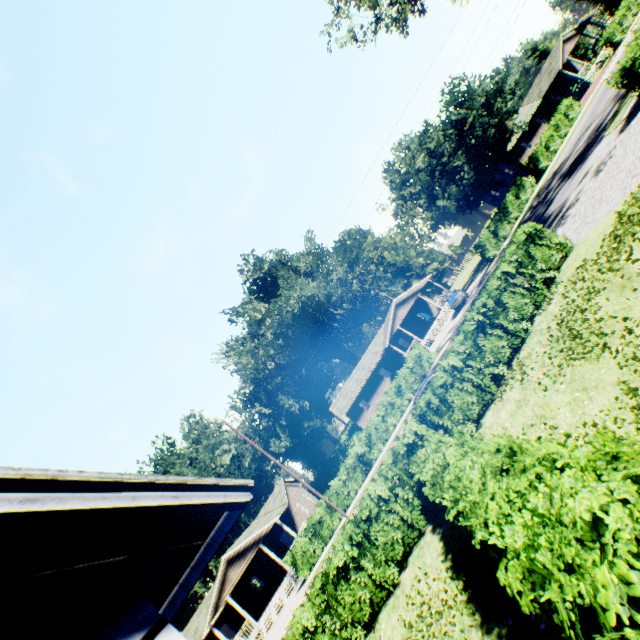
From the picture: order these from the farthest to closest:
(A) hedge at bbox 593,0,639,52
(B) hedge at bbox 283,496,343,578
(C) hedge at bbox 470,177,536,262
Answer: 1. (A) hedge at bbox 593,0,639,52
2. (C) hedge at bbox 470,177,536,262
3. (B) hedge at bbox 283,496,343,578

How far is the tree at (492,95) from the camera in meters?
32.0

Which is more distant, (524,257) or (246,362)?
(246,362)

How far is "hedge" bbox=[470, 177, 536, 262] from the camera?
31.1m

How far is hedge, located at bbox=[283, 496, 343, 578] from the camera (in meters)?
24.88

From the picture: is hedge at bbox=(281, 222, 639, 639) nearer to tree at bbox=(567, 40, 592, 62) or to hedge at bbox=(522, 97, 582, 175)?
hedge at bbox=(522, 97, 582, 175)

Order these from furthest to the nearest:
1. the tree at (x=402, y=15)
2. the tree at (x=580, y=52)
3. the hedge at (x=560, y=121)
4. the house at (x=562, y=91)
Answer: the tree at (x=580, y=52) → the house at (x=562, y=91) → the hedge at (x=560, y=121) → the tree at (x=402, y=15)

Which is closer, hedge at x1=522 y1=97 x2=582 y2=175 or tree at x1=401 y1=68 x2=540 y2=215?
tree at x1=401 y1=68 x2=540 y2=215
